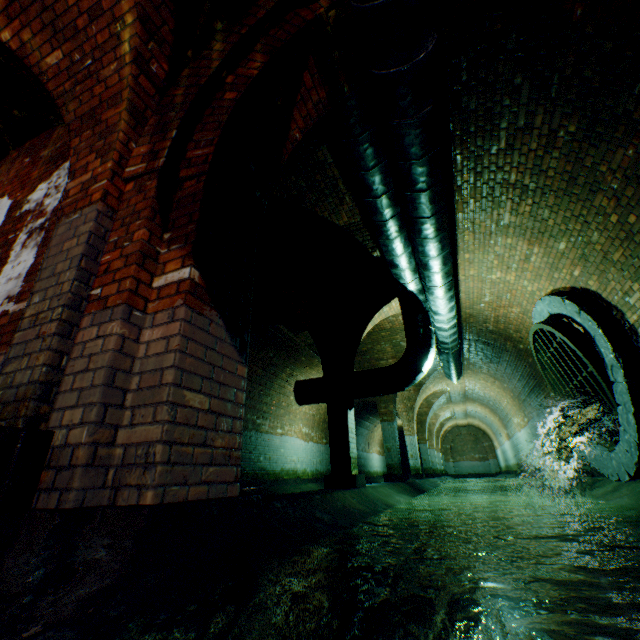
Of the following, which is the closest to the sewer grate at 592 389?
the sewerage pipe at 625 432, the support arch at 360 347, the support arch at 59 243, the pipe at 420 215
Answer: the sewerage pipe at 625 432

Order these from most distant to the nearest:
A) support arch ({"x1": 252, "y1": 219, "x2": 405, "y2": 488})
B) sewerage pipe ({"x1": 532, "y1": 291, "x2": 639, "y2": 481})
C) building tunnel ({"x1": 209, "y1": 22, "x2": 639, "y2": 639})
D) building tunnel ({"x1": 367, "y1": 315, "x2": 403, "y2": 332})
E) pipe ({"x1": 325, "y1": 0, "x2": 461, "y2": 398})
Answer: building tunnel ({"x1": 367, "y1": 315, "x2": 403, "y2": 332}) < support arch ({"x1": 252, "y1": 219, "x2": 405, "y2": 488}) < sewerage pipe ({"x1": 532, "y1": 291, "x2": 639, "y2": 481}) < pipe ({"x1": 325, "y1": 0, "x2": 461, "y2": 398}) < building tunnel ({"x1": 209, "y1": 22, "x2": 639, "y2": 639})

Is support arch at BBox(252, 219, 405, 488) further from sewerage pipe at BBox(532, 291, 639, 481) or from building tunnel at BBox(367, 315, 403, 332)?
sewerage pipe at BBox(532, 291, 639, 481)

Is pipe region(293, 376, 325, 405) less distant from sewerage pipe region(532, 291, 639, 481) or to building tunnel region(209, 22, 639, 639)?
building tunnel region(209, 22, 639, 639)

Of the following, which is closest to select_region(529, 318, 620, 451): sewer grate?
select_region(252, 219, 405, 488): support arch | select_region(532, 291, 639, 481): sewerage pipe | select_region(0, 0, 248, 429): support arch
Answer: select_region(532, 291, 639, 481): sewerage pipe

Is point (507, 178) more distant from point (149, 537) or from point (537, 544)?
point (149, 537)

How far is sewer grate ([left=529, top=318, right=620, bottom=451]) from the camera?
5.1 meters

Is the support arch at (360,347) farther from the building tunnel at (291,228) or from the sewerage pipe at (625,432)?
the sewerage pipe at (625,432)
